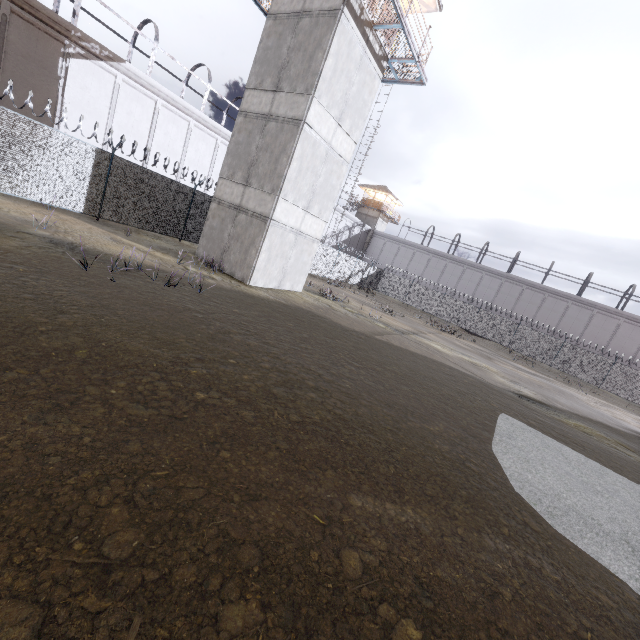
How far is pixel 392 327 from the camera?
18.3 meters

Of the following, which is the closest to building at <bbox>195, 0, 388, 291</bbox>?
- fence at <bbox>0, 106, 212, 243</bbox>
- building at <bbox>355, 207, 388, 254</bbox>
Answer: fence at <bbox>0, 106, 212, 243</bbox>

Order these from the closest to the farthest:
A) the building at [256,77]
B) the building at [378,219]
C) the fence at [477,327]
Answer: the building at [256,77], the fence at [477,327], the building at [378,219]

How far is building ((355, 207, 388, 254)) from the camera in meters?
50.4

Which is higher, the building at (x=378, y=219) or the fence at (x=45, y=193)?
the building at (x=378, y=219)

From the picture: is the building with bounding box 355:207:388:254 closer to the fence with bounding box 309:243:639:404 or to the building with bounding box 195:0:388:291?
the fence with bounding box 309:243:639:404

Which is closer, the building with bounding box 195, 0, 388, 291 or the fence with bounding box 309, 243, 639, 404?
the building with bounding box 195, 0, 388, 291
